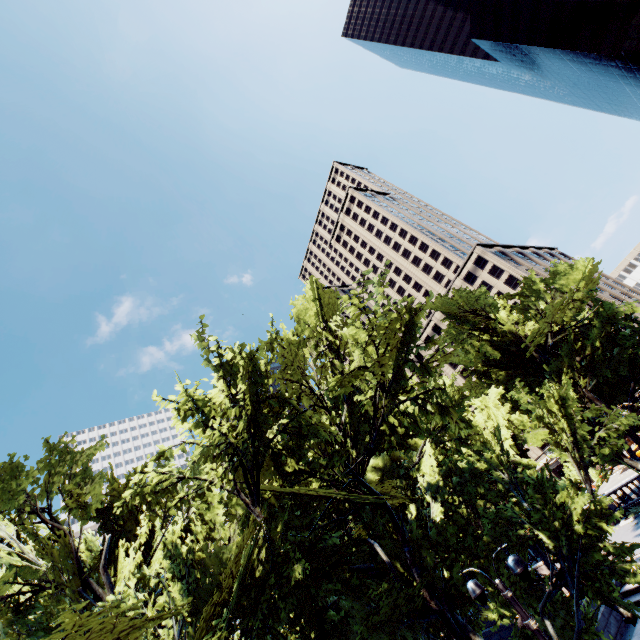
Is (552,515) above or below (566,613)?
above

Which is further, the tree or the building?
the building

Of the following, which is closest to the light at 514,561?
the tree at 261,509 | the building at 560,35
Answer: the tree at 261,509

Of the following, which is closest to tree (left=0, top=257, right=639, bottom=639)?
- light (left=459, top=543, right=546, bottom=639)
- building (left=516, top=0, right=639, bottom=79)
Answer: light (left=459, top=543, right=546, bottom=639)

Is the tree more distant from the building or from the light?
the building

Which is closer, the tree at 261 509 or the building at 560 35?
the tree at 261 509
